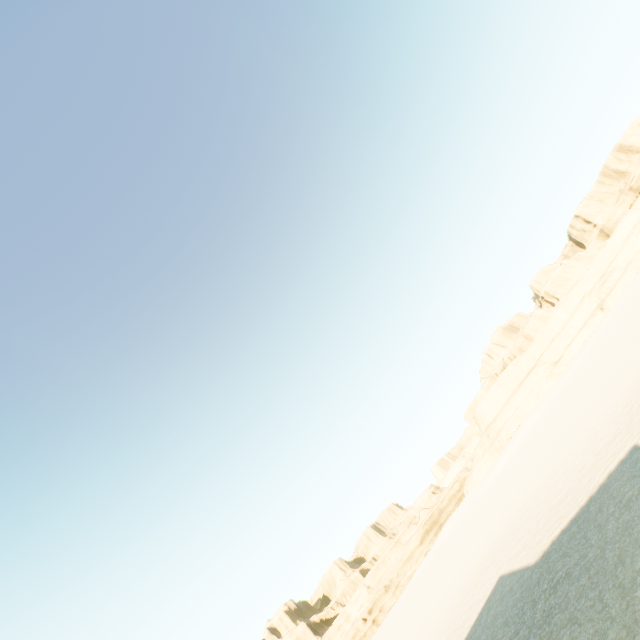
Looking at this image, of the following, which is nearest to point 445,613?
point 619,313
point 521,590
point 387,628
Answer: point 521,590
